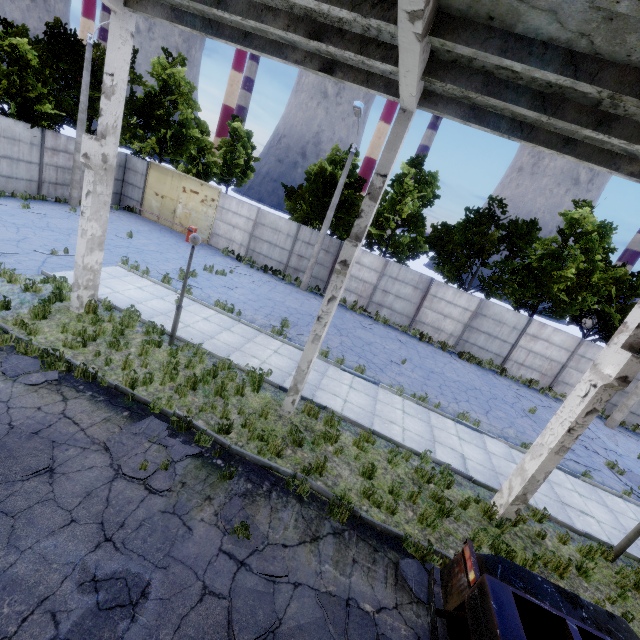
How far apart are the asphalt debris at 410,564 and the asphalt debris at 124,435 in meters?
4.3

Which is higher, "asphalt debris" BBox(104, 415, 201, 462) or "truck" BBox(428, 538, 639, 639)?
"truck" BBox(428, 538, 639, 639)

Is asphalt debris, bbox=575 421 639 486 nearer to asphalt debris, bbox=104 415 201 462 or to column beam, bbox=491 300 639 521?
column beam, bbox=491 300 639 521

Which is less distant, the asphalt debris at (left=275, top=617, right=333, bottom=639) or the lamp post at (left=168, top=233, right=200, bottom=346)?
the asphalt debris at (left=275, top=617, right=333, bottom=639)

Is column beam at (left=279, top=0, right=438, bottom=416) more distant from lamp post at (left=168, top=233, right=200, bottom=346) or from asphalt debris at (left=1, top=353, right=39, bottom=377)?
asphalt debris at (left=1, top=353, right=39, bottom=377)

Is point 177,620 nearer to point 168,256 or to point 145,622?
point 145,622

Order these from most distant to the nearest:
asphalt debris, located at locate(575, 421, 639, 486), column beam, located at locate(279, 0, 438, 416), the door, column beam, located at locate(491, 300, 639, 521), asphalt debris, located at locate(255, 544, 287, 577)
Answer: the door → asphalt debris, located at locate(575, 421, 639, 486) → column beam, located at locate(491, 300, 639, 521) → asphalt debris, located at locate(255, 544, 287, 577) → column beam, located at locate(279, 0, 438, 416)

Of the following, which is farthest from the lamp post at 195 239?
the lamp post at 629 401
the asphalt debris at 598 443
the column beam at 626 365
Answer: the lamp post at 629 401
